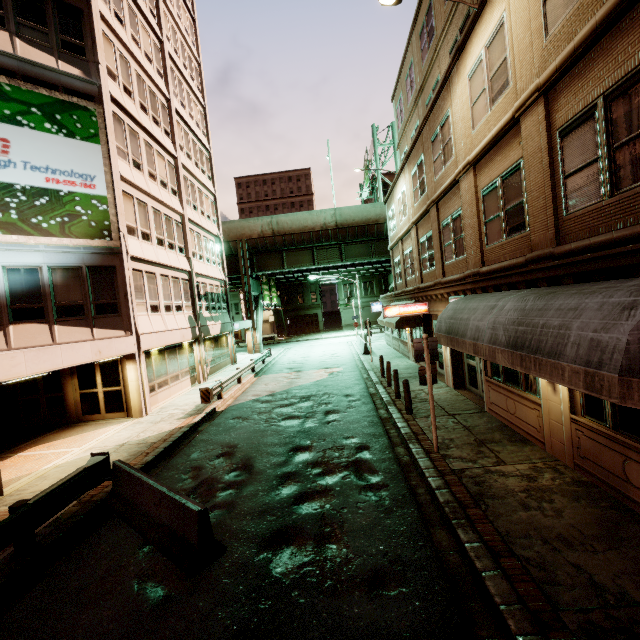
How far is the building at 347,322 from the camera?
56.2 meters

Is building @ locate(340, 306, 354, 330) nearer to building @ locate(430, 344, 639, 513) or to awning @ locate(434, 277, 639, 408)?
building @ locate(430, 344, 639, 513)

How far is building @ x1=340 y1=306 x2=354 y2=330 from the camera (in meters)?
56.22

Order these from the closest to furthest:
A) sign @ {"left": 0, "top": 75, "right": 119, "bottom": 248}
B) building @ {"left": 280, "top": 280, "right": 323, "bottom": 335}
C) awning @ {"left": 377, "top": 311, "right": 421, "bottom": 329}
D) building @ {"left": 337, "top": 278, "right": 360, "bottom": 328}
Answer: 1. sign @ {"left": 0, "top": 75, "right": 119, "bottom": 248}
2. awning @ {"left": 377, "top": 311, "right": 421, "bottom": 329}
3. building @ {"left": 337, "top": 278, "right": 360, "bottom": 328}
4. building @ {"left": 280, "top": 280, "right": 323, "bottom": 335}

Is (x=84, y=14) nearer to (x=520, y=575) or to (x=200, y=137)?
(x=200, y=137)

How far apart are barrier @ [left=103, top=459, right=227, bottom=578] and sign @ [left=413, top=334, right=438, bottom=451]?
5.4m

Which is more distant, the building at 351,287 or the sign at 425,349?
the building at 351,287

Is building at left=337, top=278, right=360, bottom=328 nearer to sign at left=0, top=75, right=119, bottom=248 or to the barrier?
sign at left=0, top=75, right=119, bottom=248
